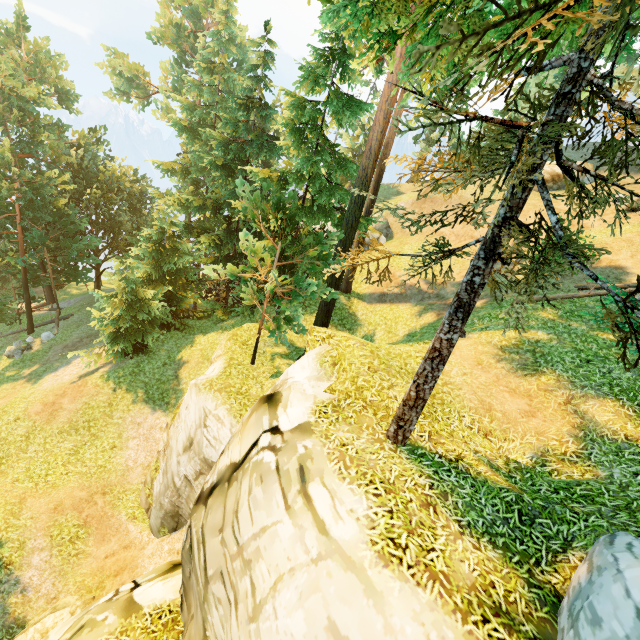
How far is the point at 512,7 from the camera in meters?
3.9

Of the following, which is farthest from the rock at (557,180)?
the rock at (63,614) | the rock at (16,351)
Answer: the rock at (16,351)

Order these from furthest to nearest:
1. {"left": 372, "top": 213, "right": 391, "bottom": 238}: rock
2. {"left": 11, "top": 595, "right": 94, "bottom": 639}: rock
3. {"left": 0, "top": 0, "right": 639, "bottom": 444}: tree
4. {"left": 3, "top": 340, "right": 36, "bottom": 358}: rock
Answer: {"left": 372, "top": 213, "right": 391, "bottom": 238}: rock → {"left": 3, "top": 340, "right": 36, "bottom": 358}: rock → {"left": 11, "top": 595, "right": 94, "bottom": 639}: rock → {"left": 0, "top": 0, "right": 639, "bottom": 444}: tree

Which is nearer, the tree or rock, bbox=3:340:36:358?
the tree

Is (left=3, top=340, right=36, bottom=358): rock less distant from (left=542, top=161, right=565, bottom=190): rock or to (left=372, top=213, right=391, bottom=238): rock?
(left=372, top=213, right=391, bottom=238): rock

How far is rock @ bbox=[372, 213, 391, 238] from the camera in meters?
30.2

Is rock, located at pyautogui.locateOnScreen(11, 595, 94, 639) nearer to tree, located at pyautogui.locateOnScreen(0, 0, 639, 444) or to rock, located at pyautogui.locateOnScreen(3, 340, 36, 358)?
tree, located at pyautogui.locateOnScreen(0, 0, 639, 444)

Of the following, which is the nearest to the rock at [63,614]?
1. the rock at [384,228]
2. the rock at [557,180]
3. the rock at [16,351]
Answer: the rock at [16,351]
